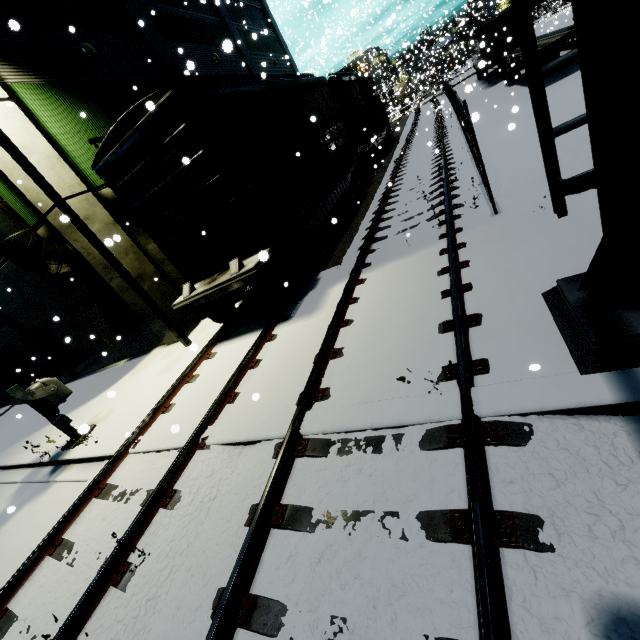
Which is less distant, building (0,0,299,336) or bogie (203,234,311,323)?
bogie (203,234,311,323)

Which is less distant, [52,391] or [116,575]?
[116,575]

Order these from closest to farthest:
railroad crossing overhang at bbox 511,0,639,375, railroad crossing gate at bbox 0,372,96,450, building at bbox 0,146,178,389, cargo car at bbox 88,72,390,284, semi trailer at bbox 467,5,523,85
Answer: railroad crossing overhang at bbox 511,0,639,375, cargo car at bbox 88,72,390,284, railroad crossing gate at bbox 0,372,96,450, building at bbox 0,146,178,389, semi trailer at bbox 467,5,523,85

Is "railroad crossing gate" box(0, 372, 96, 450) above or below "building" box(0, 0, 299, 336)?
below

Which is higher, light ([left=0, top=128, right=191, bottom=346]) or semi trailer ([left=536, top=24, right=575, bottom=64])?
light ([left=0, top=128, right=191, bottom=346])

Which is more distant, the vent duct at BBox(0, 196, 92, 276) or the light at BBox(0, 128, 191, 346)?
the vent duct at BBox(0, 196, 92, 276)

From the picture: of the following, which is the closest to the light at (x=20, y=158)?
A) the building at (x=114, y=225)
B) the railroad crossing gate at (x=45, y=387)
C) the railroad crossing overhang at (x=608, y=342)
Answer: the building at (x=114, y=225)

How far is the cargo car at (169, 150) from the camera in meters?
6.5
